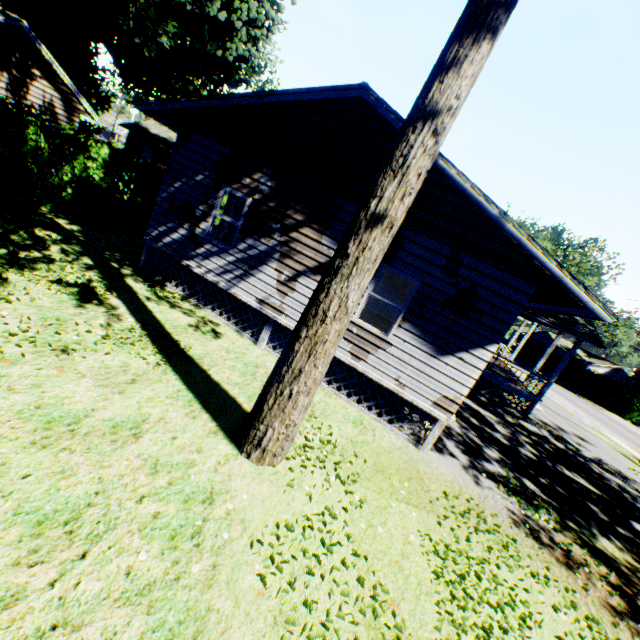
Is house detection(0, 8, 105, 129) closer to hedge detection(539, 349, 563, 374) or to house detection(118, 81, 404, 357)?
house detection(118, 81, 404, 357)

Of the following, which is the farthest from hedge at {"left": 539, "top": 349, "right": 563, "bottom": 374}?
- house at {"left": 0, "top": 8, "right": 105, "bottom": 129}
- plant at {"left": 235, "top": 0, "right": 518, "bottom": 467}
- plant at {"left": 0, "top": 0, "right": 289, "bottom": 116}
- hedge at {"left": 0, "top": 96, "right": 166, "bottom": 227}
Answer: house at {"left": 0, "top": 8, "right": 105, "bottom": 129}

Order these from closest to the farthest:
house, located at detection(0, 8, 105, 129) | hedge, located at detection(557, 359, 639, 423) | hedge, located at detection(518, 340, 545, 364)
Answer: house, located at detection(0, 8, 105, 129)
hedge, located at detection(557, 359, 639, 423)
hedge, located at detection(518, 340, 545, 364)

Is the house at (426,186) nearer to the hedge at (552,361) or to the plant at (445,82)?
the plant at (445,82)

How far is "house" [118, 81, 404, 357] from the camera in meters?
7.6

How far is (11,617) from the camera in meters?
2.4

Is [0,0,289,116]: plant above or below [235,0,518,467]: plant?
above

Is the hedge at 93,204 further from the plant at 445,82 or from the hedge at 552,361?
the hedge at 552,361
